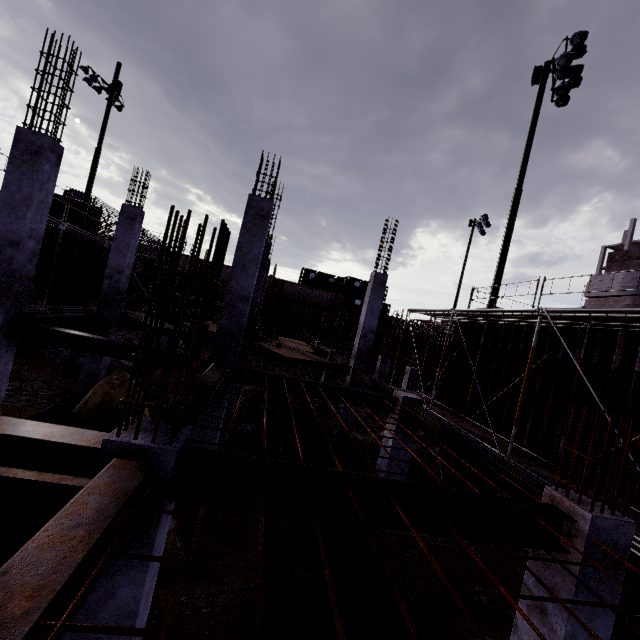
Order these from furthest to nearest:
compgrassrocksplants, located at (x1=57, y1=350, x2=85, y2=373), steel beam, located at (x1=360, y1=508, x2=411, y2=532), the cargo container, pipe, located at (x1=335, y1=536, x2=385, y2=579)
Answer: the cargo container < compgrassrocksplants, located at (x1=57, y1=350, x2=85, y2=373) < pipe, located at (x1=335, y1=536, x2=385, y2=579) < steel beam, located at (x1=360, y1=508, x2=411, y2=532)

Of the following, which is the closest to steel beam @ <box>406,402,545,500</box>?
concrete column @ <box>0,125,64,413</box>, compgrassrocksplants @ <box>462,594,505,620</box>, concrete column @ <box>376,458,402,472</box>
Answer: concrete column @ <box>376,458,402,472</box>

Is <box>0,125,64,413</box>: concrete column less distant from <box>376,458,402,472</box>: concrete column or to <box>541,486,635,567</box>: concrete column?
<box>376,458,402,472</box>: concrete column

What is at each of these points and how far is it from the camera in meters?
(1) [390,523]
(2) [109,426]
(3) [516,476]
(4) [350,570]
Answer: (1) steel beam, 3.4
(2) pipe, 7.9
(3) steel beam, 4.7
(4) pipe, 6.0

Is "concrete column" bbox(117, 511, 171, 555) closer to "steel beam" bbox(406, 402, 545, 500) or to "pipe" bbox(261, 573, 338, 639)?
"pipe" bbox(261, 573, 338, 639)

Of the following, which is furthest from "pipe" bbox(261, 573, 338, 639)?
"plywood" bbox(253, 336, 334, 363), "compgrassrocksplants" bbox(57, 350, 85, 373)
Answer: "compgrassrocksplants" bbox(57, 350, 85, 373)

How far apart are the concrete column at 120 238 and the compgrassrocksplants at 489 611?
12.79m

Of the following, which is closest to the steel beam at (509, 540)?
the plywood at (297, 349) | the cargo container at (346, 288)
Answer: the plywood at (297, 349)
